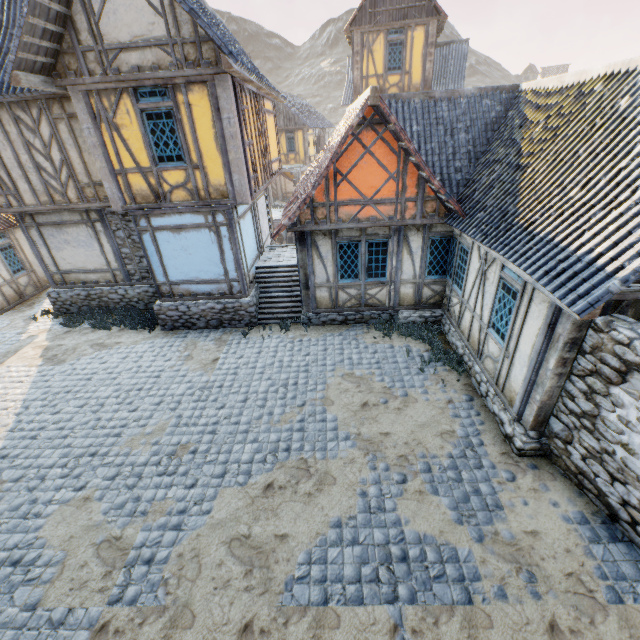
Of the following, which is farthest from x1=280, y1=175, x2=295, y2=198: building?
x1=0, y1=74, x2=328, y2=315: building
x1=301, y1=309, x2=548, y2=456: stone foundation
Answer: x1=301, y1=309, x2=548, y2=456: stone foundation

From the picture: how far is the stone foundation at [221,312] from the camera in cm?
1069

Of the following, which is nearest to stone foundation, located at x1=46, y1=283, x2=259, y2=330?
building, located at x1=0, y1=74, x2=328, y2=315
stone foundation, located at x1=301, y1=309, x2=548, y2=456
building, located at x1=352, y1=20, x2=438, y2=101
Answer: building, located at x1=0, y1=74, x2=328, y2=315

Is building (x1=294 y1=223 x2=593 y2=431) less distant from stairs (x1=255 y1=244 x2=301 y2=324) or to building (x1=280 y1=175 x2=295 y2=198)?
stairs (x1=255 y1=244 x2=301 y2=324)

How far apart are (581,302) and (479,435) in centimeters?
364cm

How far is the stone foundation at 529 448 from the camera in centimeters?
615cm

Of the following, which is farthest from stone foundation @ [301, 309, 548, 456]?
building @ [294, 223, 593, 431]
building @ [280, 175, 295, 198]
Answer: building @ [280, 175, 295, 198]

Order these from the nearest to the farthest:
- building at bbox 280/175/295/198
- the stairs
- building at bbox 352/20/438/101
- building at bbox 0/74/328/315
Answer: building at bbox 0/74/328/315 → the stairs → building at bbox 352/20/438/101 → building at bbox 280/175/295/198
